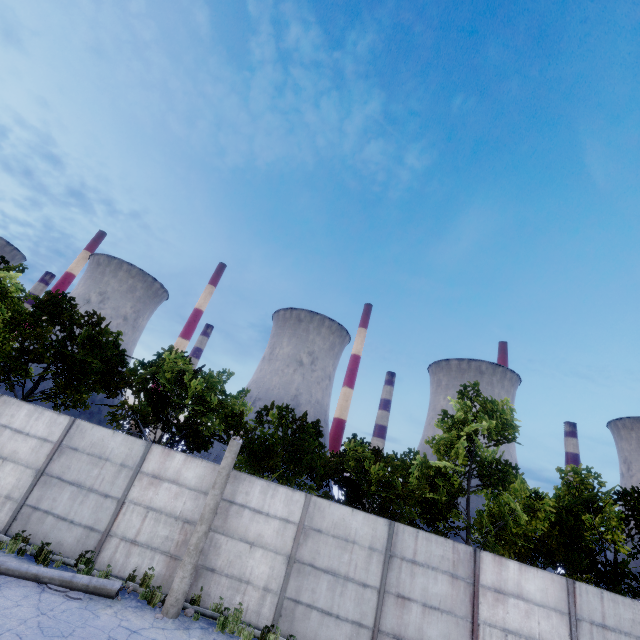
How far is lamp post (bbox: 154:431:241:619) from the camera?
8.6 meters

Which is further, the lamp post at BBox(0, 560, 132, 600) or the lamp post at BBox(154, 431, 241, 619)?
the lamp post at BBox(154, 431, 241, 619)

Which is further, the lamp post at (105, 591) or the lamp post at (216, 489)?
the lamp post at (216, 489)

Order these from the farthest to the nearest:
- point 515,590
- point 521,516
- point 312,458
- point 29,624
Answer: point 312,458 < point 521,516 < point 515,590 < point 29,624

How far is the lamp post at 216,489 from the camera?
8.63m
